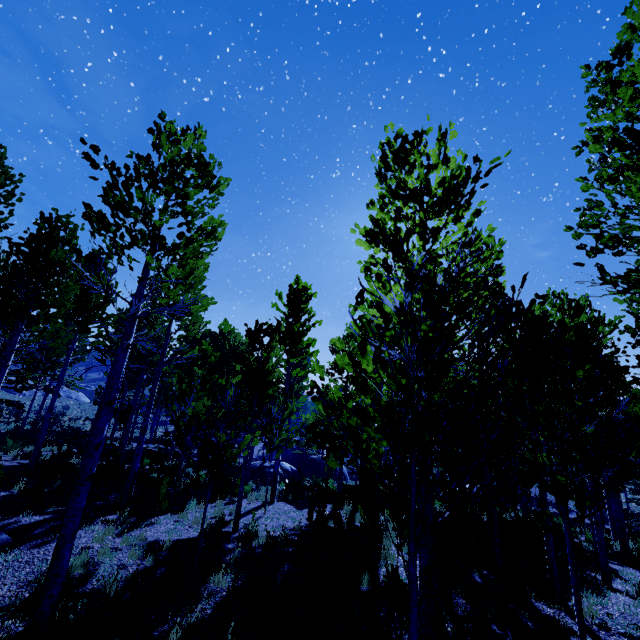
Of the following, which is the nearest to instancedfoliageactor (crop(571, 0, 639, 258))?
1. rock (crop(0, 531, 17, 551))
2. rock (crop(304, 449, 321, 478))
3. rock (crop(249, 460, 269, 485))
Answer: rock (crop(249, 460, 269, 485))

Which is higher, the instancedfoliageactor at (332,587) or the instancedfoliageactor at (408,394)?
the instancedfoliageactor at (408,394)

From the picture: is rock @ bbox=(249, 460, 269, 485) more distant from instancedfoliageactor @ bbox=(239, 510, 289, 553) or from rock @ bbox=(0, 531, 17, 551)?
rock @ bbox=(0, 531, 17, 551)

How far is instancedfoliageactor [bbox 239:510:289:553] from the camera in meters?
7.9 m

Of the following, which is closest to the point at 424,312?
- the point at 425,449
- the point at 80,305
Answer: the point at 425,449

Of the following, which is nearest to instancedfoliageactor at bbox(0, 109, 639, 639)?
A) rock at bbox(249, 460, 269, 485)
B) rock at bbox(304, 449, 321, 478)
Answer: rock at bbox(249, 460, 269, 485)

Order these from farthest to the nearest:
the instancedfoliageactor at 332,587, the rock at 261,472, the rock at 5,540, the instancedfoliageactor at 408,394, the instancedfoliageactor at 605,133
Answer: the rock at 261,472, the rock at 5,540, the instancedfoliageactor at 332,587, the instancedfoliageactor at 605,133, the instancedfoliageactor at 408,394
